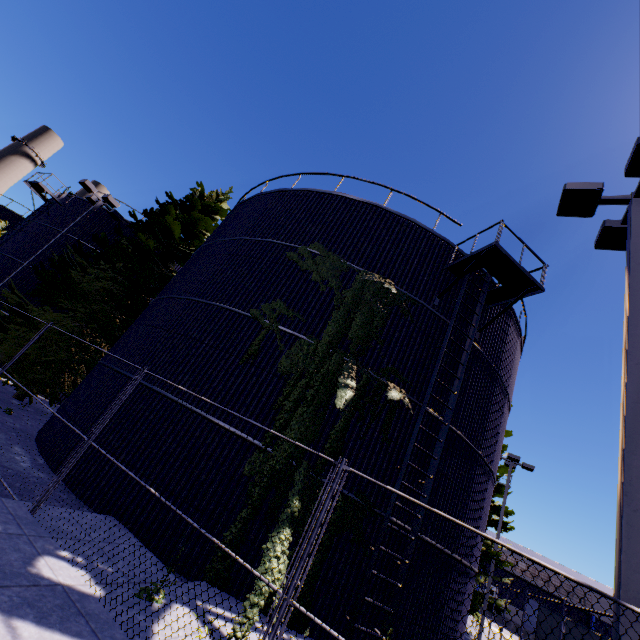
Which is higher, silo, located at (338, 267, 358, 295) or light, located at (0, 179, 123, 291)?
light, located at (0, 179, 123, 291)

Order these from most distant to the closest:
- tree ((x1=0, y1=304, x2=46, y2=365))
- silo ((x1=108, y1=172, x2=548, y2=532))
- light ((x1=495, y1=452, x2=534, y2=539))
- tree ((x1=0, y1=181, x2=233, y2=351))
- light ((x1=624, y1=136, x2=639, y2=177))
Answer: light ((x1=495, y1=452, x2=534, y2=539)) < tree ((x1=0, y1=181, x2=233, y2=351)) < tree ((x1=0, y1=304, x2=46, y2=365)) < silo ((x1=108, y1=172, x2=548, y2=532)) < light ((x1=624, y1=136, x2=639, y2=177))

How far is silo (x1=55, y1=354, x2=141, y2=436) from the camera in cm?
927

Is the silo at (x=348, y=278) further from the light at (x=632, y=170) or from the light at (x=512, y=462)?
the light at (x=512, y=462)

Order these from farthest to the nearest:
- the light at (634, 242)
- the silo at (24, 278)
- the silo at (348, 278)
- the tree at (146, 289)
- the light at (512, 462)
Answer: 1. the silo at (24, 278)
2. the light at (512, 462)
3. the tree at (146, 289)
4. the silo at (348, 278)
5. the light at (634, 242)

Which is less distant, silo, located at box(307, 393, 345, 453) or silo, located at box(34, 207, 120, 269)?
silo, located at box(307, 393, 345, 453)

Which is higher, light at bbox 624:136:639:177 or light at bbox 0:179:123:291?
light at bbox 624:136:639:177

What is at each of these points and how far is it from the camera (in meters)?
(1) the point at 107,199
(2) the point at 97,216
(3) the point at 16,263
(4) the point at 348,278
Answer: (1) light, 16.50
(2) silo, 22.92
(3) silo, 20.75
(4) silo, 10.49
